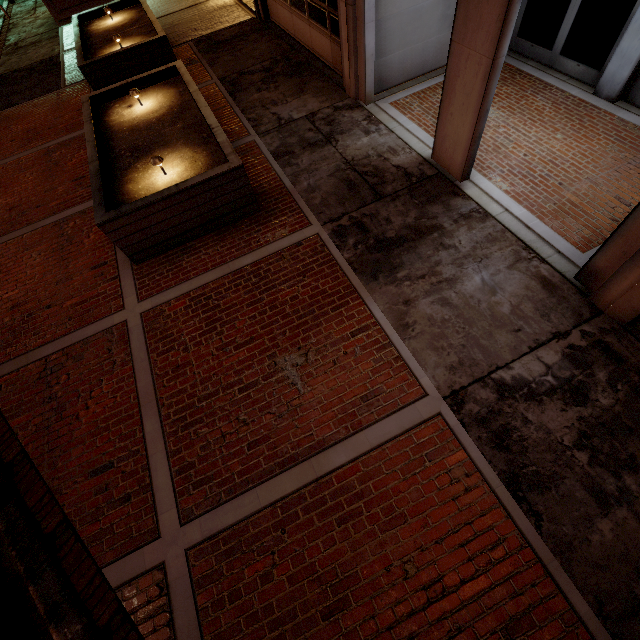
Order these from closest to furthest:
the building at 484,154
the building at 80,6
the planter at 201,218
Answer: the building at 484,154 → the planter at 201,218 → the building at 80,6

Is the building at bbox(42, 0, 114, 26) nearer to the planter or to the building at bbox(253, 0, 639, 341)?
the building at bbox(253, 0, 639, 341)

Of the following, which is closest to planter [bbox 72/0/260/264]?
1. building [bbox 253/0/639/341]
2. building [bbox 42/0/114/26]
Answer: building [bbox 253/0/639/341]

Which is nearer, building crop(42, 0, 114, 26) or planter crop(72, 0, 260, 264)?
planter crop(72, 0, 260, 264)

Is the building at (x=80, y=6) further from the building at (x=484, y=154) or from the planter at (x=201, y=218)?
the planter at (x=201, y=218)

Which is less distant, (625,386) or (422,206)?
(625,386)

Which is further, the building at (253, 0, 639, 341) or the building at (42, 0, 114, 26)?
the building at (42, 0, 114, 26)
